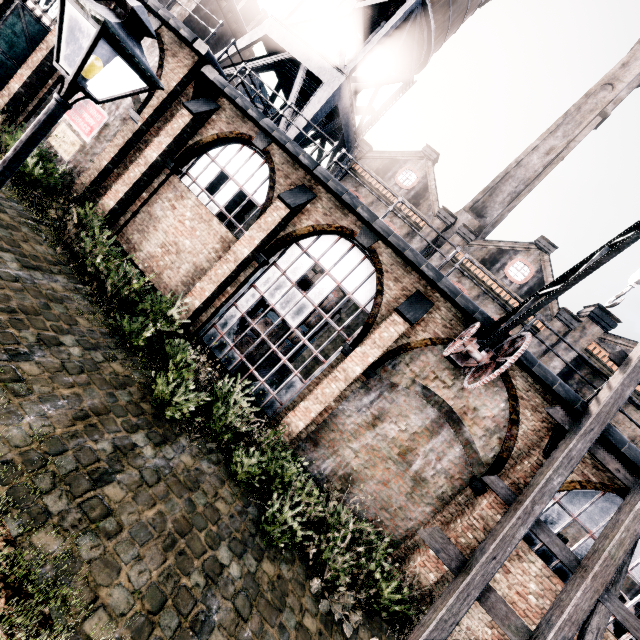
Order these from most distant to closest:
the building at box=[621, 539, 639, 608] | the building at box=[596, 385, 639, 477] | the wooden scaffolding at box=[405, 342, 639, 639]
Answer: the building at box=[621, 539, 639, 608] → the building at box=[596, 385, 639, 477] → the wooden scaffolding at box=[405, 342, 639, 639]

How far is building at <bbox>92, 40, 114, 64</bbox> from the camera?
14.5 meters

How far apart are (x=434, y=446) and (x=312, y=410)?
4.29m

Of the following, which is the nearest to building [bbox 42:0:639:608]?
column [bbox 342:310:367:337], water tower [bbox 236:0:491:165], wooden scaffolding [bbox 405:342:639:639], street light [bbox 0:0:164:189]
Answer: wooden scaffolding [bbox 405:342:639:639]

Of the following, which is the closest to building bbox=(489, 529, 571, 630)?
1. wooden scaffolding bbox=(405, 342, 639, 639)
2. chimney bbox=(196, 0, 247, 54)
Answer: wooden scaffolding bbox=(405, 342, 639, 639)

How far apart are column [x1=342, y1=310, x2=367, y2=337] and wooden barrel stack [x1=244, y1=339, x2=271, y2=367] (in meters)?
4.16

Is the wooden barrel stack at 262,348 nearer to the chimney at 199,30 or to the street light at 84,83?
the street light at 84,83

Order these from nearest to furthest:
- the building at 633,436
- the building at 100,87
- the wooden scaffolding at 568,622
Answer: the wooden scaffolding at 568,622 → the building at 633,436 → the building at 100,87
